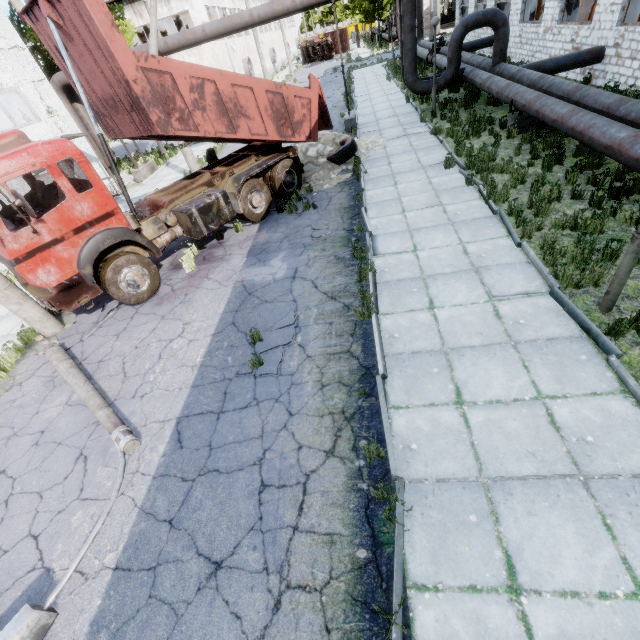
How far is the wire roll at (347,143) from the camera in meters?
12.0

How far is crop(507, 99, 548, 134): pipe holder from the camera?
10.7 meters

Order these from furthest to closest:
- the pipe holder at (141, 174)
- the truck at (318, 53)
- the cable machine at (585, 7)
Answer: the truck at (318, 53), the pipe holder at (141, 174), the cable machine at (585, 7)

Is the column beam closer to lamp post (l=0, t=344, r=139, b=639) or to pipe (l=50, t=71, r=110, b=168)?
pipe (l=50, t=71, r=110, b=168)

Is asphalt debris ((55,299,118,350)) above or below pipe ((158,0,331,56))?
below

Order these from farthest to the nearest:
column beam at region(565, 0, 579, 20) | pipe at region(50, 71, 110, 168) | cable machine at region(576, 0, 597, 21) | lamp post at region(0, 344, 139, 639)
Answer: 1. cable machine at region(576, 0, 597, 21)
2. pipe at region(50, 71, 110, 168)
3. column beam at region(565, 0, 579, 20)
4. lamp post at region(0, 344, 139, 639)

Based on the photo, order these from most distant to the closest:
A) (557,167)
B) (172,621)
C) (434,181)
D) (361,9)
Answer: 1. (361,9)
2. (434,181)
3. (557,167)
4. (172,621)

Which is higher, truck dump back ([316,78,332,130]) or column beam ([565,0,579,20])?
column beam ([565,0,579,20])
